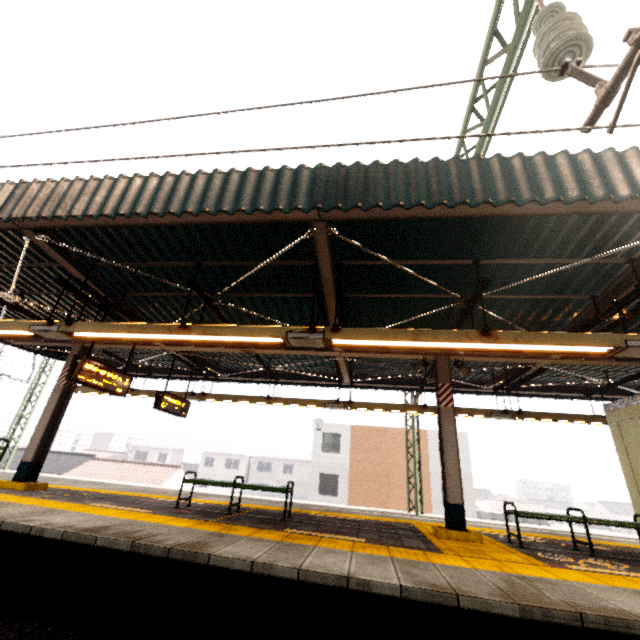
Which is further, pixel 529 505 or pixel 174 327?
pixel 529 505

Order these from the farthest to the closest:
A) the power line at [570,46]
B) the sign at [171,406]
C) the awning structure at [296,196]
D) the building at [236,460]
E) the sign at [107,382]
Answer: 1. the building at [236,460]
2. the sign at [171,406]
3. the sign at [107,382]
4. the awning structure at [296,196]
5. the power line at [570,46]

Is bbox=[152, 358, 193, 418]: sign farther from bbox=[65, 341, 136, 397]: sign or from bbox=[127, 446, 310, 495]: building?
bbox=[127, 446, 310, 495]: building

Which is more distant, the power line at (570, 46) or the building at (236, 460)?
the building at (236, 460)

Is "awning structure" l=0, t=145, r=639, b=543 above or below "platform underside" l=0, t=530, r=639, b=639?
above

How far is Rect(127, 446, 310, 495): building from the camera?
48.2 meters

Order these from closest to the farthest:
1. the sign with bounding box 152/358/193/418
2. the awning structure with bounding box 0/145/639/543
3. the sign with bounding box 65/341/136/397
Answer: the awning structure with bounding box 0/145/639/543 → the sign with bounding box 65/341/136/397 → the sign with bounding box 152/358/193/418

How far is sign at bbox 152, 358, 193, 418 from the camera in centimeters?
895cm
